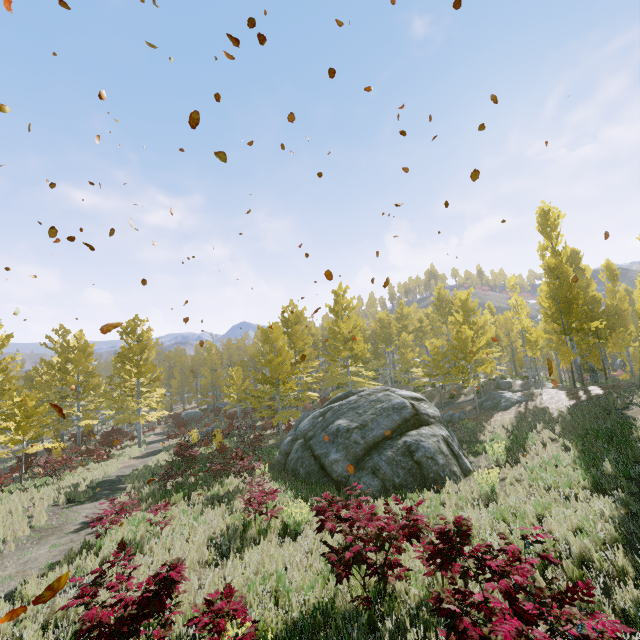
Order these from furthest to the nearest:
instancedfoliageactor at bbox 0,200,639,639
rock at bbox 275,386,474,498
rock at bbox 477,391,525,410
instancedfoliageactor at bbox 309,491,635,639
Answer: rock at bbox 477,391,525,410
instancedfoliageactor at bbox 0,200,639,639
rock at bbox 275,386,474,498
instancedfoliageactor at bbox 309,491,635,639

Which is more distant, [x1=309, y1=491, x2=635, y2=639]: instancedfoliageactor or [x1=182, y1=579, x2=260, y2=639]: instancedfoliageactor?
Result: [x1=182, y1=579, x2=260, y2=639]: instancedfoliageactor

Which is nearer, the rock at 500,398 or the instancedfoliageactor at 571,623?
the instancedfoliageactor at 571,623

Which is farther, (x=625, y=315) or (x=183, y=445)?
(x=625, y=315)

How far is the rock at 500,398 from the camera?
20.1 meters

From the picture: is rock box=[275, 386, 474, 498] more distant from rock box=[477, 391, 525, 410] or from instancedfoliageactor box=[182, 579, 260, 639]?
rock box=[477, 391, 525, 410]
